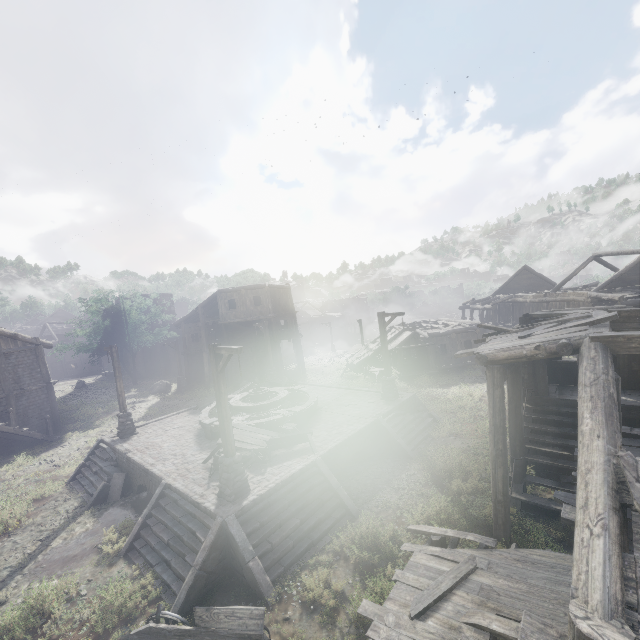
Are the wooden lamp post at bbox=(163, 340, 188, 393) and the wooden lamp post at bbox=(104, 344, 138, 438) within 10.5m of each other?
no

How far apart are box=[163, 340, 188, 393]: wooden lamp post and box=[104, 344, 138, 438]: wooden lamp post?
13.4 meters

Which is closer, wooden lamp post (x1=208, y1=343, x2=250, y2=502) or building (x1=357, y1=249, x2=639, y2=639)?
building (x1=357, y1=249, x2=639, y2=639)

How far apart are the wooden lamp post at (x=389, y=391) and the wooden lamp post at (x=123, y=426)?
13.1 meters

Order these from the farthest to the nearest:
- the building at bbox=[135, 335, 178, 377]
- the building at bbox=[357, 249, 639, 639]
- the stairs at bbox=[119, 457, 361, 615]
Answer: the building at bbox=[135, 335, 178, 377] < the stairs at bbox=[119, 457, 361, 615] < the building at bbox=[357, 249, 639, 639]

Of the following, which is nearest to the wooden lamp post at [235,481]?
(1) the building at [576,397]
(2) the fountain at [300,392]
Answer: (2) the fountain at [300,392]

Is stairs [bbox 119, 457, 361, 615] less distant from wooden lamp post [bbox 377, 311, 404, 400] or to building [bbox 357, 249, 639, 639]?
building [bbox 357, 249, 639, 639]

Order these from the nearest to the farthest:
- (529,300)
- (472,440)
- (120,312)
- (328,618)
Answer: (328,618), (472,440), (529,300), (120,312)
